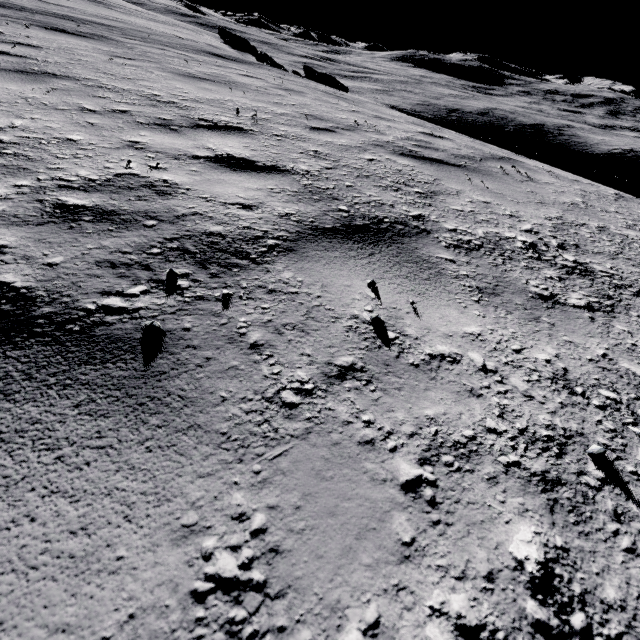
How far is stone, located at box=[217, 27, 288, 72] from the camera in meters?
16.2

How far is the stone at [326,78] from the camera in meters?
12.5

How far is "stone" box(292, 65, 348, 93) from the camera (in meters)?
12.46

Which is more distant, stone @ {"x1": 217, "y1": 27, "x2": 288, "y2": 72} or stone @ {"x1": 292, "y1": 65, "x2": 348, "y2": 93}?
stone @ {"x1": 217, "y1": 27, "x2": 288, "y2": 72}

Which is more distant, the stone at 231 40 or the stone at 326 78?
the stone at 231 40

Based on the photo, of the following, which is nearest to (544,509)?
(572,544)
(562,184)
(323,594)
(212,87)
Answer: (572,544)

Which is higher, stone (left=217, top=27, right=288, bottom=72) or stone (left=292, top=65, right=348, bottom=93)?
stone (left=217, top=27, right=288, bottom=72)
